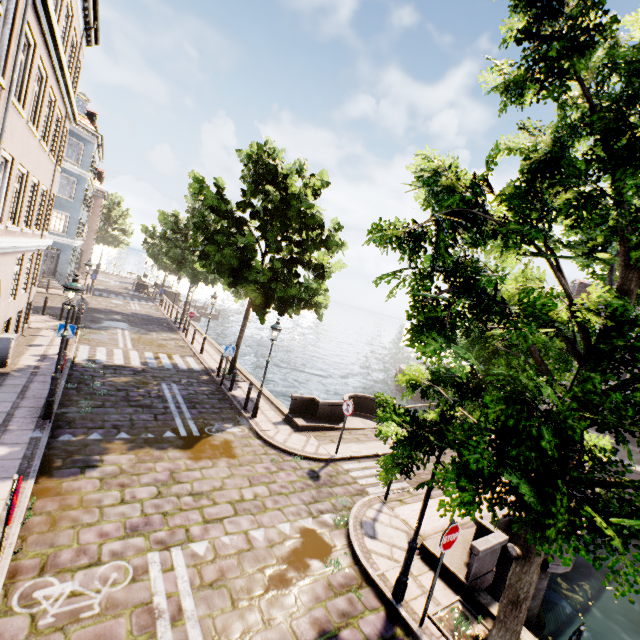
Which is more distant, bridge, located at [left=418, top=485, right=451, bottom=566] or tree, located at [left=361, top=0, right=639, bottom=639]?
bridge, located at [left=418, top=485, right=451, bottom=566]

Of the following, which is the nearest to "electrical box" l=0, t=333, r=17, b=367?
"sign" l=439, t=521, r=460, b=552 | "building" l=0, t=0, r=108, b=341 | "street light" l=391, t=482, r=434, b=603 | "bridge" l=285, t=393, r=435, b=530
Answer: "building" l=0, t=0, r=108, b=341

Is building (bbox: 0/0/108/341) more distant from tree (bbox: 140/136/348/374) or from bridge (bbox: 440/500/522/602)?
bridge (bbox: 440/500/522/602)

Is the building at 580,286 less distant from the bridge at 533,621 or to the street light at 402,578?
the street light at 402,578

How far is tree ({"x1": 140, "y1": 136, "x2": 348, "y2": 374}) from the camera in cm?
1358

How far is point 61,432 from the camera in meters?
8.4 m

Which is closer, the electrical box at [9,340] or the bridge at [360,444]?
the bridge at [360,444]

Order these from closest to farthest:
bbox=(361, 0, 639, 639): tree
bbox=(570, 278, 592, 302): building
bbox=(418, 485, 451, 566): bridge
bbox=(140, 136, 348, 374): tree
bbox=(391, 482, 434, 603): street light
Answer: bbox=(361, 0, 639, 639): tree
bbox=(391, 482, 434, 603): street light
bbox=(418, 485, 451, 566): bridge
bbox=(140, 136, 348, 374): tree
bbox=(570, 278, 592, 302): building
